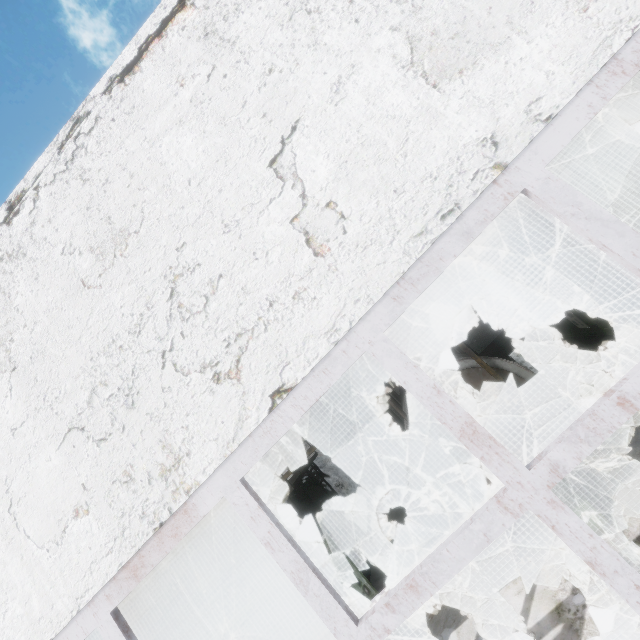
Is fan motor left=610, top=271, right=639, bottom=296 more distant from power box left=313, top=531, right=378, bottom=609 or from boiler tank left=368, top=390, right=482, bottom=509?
power box left=313, top=531, right=378, bottom=609

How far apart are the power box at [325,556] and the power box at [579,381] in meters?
7.3 m

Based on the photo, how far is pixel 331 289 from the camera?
1.97m

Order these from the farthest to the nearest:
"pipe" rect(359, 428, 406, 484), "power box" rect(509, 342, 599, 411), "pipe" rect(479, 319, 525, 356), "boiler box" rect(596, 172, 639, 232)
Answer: "pipe" rect(359, 428, 406, 484), "pipe" rect(479, 319, 525, 356), "boiler box" rect(596, 172, 639, 232), "power box" rect(509, 342, 599, 411)

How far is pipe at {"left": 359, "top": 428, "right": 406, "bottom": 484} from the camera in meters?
17.5 m

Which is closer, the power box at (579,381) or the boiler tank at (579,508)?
the boiler tank at (579,508)

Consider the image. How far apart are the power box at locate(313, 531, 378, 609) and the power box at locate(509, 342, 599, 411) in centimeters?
725cm
